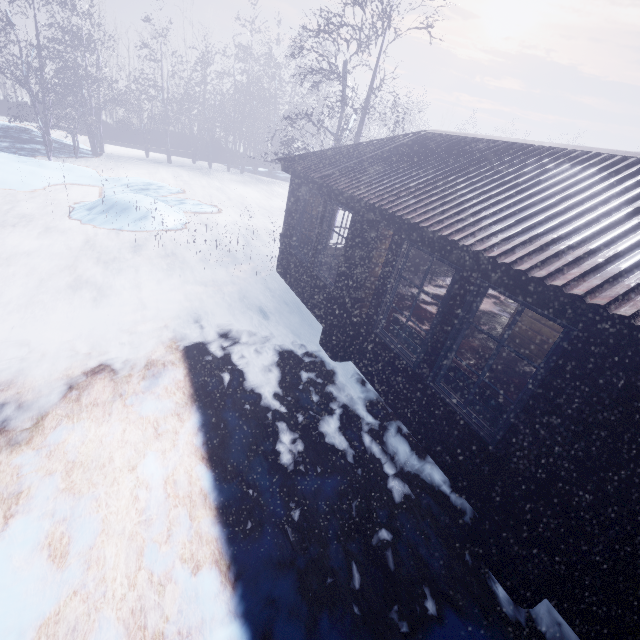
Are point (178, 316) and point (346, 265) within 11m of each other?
yes

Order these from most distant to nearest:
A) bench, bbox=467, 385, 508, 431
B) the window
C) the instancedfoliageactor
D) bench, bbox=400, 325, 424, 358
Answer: the instancedfoliageactor → bench, bbox=400, 325, 424, 358 → bench, bbox=467, 385, 508, 431 → the window

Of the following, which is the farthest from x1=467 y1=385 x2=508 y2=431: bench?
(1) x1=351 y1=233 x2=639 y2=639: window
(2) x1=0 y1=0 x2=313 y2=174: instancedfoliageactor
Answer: (2) x1=0 y1=0 x2=313 y2=174: instancedfoliageactor

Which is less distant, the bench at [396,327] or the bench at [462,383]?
the bench at [462,383]

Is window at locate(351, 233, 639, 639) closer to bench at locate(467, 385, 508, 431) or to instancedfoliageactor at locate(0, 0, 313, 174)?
bench at locate(467, 385, 508, 431)

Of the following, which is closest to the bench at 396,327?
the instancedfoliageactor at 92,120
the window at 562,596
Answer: the window at 562,596
